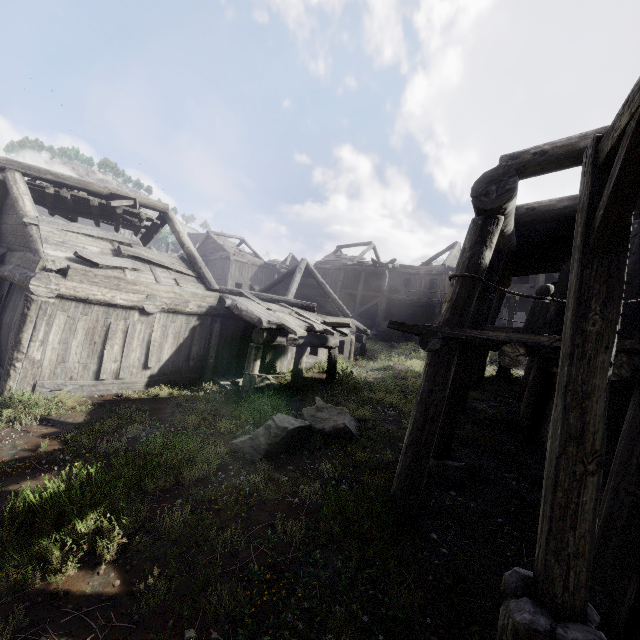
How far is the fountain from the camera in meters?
24.6

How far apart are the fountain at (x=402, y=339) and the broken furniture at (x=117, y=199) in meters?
18.9

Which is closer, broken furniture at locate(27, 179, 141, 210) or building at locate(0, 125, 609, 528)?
building at locate(0, 125, 609, 528)

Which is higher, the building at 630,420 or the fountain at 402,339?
the fountain at 402,339

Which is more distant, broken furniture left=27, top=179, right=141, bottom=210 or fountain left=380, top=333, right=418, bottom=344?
fountain left=380, top=333, right=418, bottom=344

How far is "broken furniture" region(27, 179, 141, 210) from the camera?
11.1m

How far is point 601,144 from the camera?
2.4m

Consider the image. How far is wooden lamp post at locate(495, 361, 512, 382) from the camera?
16.8m
